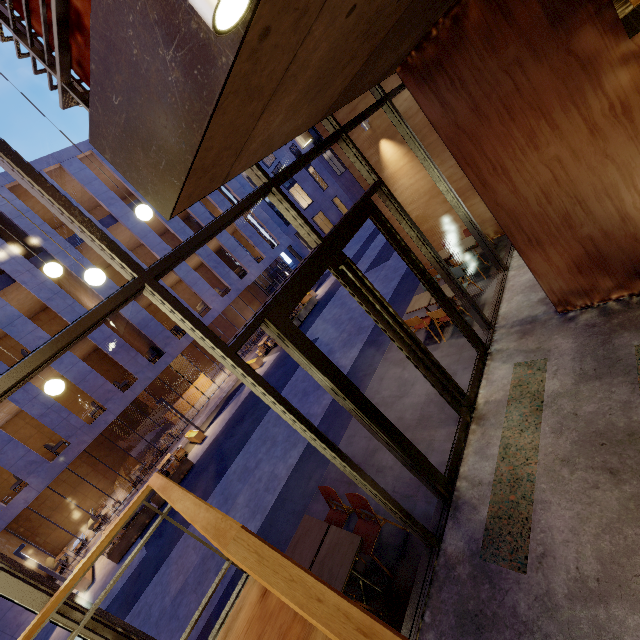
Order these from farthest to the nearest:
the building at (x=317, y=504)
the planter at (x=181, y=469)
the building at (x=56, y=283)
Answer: the building at (x=56, y=283)
the planter at (x=181, y=469)
the building at (x=317, y=504)

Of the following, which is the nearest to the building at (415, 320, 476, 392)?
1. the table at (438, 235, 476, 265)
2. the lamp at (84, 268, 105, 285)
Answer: the table at (438, 235, 476, 265)

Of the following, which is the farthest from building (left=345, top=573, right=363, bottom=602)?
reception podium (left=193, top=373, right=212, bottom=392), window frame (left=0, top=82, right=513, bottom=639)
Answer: reception podium (left=193, top=373, right=212, bottom=392)

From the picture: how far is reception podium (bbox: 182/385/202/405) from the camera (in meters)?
23.36

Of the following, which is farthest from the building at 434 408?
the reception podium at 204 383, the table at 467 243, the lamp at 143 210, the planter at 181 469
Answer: the reception podium at 204 383

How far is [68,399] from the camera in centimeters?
2091cm

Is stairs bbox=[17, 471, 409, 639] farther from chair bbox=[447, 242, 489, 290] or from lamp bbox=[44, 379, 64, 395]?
chair bbox=[447, 242, 489, 290]

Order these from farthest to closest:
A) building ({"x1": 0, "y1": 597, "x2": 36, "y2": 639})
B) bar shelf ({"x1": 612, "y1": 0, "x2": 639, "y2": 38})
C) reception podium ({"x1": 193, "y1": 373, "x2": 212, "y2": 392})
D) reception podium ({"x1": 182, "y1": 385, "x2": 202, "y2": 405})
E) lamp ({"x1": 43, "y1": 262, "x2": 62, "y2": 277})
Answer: reception podium ({"x1": 193, "y1": 373, "x2": 212, "y2": 392}) → reception podium ({"x1": 182, "y1": 385, "x2": 202, "y2": 405}) → building ({"x1": 0, "y1": 597, "x2": 36, "y2": 639}) → lamp ({"x1": 43, "y1": 262, "x2": 62, "y2": 277}) → bar shelf ({"x1": 612, "y1": 0, "x2": 639, "y2": 38})
